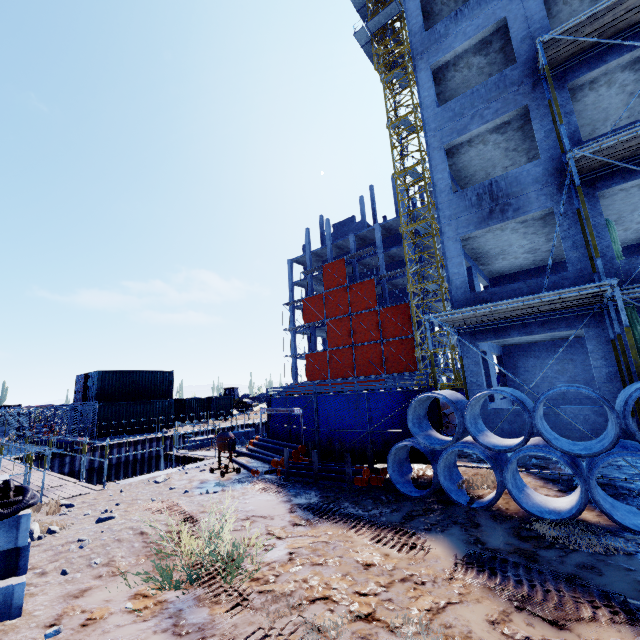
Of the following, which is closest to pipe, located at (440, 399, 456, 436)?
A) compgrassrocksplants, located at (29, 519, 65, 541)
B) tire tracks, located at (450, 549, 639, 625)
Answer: tire tracks, located at (450, 549, 639, 625)

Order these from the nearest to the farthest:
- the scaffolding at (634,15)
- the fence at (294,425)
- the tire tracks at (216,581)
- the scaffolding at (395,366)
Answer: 1. the tire tracks at (216,581)
2. the scaffolding at (634,15)
3. the fence at (294,425)
4. the scaffolding at (395,366)

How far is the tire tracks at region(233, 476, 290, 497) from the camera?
8.2m

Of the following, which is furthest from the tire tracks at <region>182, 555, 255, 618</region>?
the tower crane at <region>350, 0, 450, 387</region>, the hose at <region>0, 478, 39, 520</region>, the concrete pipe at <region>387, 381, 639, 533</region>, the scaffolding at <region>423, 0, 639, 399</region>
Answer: the tower crane at <region>350, 0, 450, 387</region>

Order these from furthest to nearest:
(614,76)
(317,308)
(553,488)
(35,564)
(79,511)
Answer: (317,308) < (614,76) < (79,511) < (553,488) < (35,564)

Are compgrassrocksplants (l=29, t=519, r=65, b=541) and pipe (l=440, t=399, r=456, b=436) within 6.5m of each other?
no

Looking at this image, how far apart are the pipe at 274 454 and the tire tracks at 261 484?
0.0 meters

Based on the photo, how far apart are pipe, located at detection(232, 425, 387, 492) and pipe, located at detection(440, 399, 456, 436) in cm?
459
